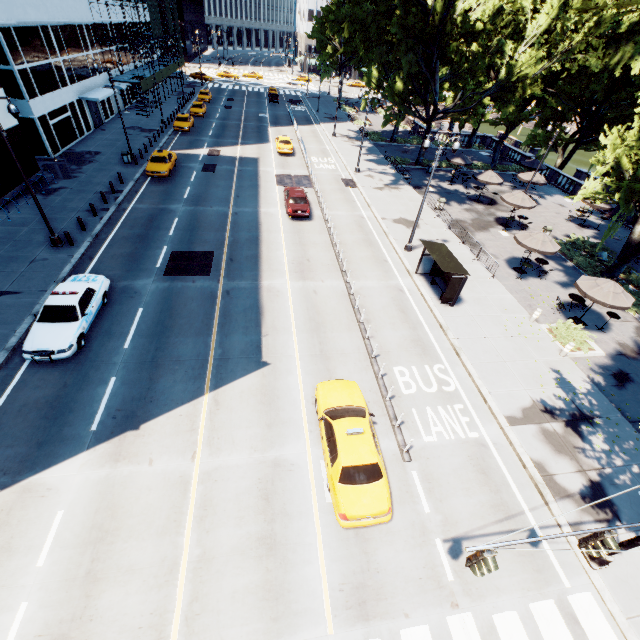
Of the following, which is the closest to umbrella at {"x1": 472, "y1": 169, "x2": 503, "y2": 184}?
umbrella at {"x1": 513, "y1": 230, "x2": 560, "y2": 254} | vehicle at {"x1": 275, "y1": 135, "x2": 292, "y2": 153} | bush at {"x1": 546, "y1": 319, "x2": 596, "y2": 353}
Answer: umbrella at {"x1": 513, "y1": 230, "x2": 560, "y2": 254}

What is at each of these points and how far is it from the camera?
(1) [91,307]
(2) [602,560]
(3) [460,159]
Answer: (1) vehicle, 14.8m
(2) light, 9.6m
(3) umbrella, 34.0m

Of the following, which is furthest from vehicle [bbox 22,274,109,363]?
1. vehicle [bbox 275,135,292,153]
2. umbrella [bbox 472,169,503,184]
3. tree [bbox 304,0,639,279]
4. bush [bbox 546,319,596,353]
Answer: umbrella [bbox 472,169,503,184]

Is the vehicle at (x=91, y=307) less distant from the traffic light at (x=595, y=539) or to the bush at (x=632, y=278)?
the traffic light at (x=595, y=539)

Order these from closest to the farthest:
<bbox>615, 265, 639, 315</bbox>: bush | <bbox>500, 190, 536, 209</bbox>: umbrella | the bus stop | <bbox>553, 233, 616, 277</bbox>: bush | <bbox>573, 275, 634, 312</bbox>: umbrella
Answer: <bbox>573, 275, 634, 312</bbox>: umbrella → the bus stop → <bbox>615, 265, 639, 315</bbox>: bush → <bbox>553, 233, 616, 277</bbox>: bush → <bbox>500, 190, 536, 209</bbox>: umbrella

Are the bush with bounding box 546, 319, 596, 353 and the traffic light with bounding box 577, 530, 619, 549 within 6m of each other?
no

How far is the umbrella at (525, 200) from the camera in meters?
26.2

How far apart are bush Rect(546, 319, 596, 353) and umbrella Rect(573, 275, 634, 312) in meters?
1.6
